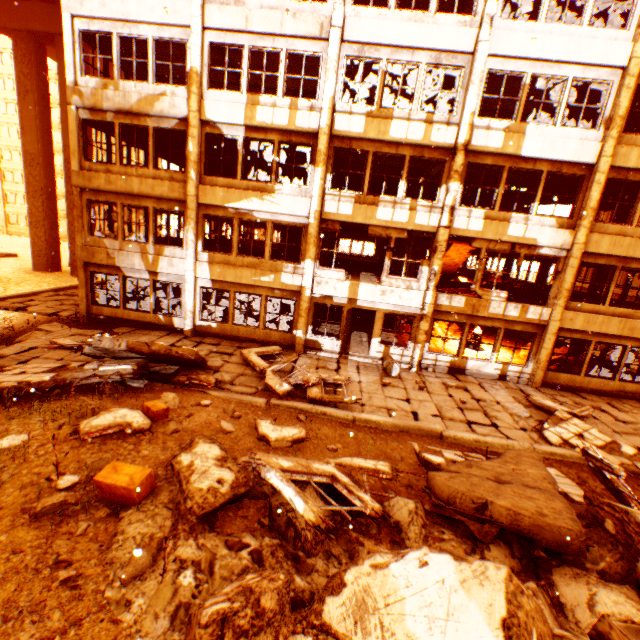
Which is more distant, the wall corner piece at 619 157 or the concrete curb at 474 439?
the wall corner piece at 619 157

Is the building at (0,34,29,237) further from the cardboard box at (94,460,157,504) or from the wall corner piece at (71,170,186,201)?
the cardboard box at (94,460,157,504)

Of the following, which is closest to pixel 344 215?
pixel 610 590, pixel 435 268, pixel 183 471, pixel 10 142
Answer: pixel 435 268

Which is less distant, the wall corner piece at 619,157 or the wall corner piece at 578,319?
the wall corner piece at 619,157

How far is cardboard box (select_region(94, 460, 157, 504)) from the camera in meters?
4.5

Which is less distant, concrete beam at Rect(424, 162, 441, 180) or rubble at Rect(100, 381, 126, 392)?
rubble at Rect(100, 381, 126, 392)

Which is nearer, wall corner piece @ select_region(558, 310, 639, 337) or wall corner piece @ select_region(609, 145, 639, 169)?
wall corner piece @ select_region(609, 145, 639, 169)

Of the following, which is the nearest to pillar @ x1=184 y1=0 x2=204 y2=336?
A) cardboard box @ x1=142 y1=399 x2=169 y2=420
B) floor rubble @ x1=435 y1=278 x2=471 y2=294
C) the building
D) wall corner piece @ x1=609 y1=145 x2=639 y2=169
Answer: wall corner piece @ x1=609 y1=145 x2=639 y2=169
